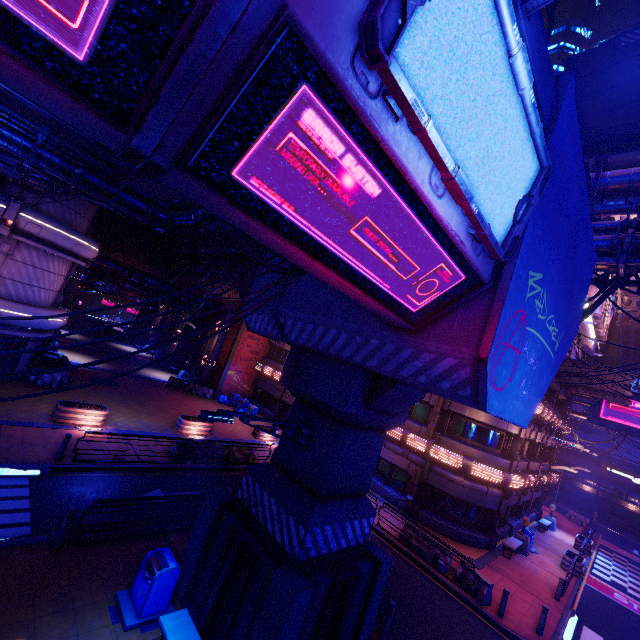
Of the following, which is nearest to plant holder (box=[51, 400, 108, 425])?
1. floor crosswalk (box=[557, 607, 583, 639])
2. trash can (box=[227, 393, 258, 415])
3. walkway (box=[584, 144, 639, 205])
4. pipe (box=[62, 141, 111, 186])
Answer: pipe (box=[62, 141, 111, 186])

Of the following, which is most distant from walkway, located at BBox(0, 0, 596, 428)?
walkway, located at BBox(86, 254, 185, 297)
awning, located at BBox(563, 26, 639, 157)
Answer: awning, located at BBox(563, 26, 639, 157)

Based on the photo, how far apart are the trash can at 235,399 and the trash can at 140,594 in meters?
21.5 m

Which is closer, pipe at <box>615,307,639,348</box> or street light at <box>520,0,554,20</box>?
street light at <box>520,0,554,20</box>

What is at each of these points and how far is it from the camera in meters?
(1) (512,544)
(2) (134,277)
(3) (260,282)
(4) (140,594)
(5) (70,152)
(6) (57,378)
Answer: (1) bench, 19.4
(2) walkway, 30.4
(3) walkway, 13.0
(4) trash can, 7.8
(5) pipe, 11.5
(6) fence, 20.1

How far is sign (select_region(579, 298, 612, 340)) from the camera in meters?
25.0

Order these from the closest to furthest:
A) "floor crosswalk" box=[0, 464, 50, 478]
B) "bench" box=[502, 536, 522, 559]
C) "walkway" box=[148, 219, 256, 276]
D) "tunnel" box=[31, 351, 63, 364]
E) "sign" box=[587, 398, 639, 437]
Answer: "floor crosswalk" box=[0, 464, 50, 478] → "walkway" box=[148, 219, 256, 276] → "bench" box=[502, 536, 522, 559] → "tunnel" box=[31, 351, 63, 364] → "sign" box=[587, 398, 639, 437]

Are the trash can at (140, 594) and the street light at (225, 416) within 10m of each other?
yes
